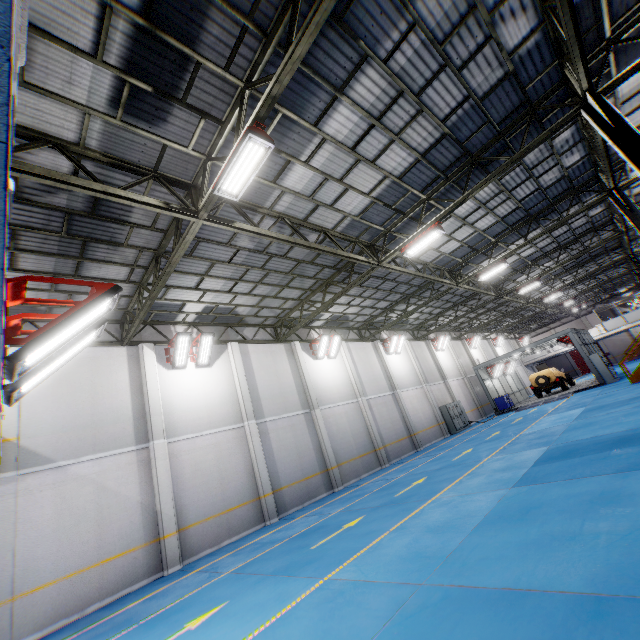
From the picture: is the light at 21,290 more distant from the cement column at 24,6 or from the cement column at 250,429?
the cement column at 250,429

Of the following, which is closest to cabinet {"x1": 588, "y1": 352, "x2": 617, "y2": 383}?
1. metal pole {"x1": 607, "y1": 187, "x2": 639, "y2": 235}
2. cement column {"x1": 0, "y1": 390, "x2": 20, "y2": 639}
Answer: metal pole {"x1": 607, "y1": 187, "x2": 639, "y2": 235}

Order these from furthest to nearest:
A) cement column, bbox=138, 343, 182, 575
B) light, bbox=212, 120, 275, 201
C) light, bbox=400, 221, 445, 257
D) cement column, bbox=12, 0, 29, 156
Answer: light, bbox=400, 221, 445, 257
cement column, bbox=138, 343, 182, 575
light, bbox=212, 120, 275, 201
cement column, bbox=12, 0, 29, 156

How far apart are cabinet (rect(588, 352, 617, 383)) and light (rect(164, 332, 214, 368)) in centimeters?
2723cm

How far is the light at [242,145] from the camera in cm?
616

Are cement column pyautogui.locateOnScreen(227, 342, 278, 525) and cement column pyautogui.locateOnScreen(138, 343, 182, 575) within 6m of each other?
yes

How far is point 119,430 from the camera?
11.2m

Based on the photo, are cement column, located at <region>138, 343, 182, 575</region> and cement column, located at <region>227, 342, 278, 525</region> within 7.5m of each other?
yes
